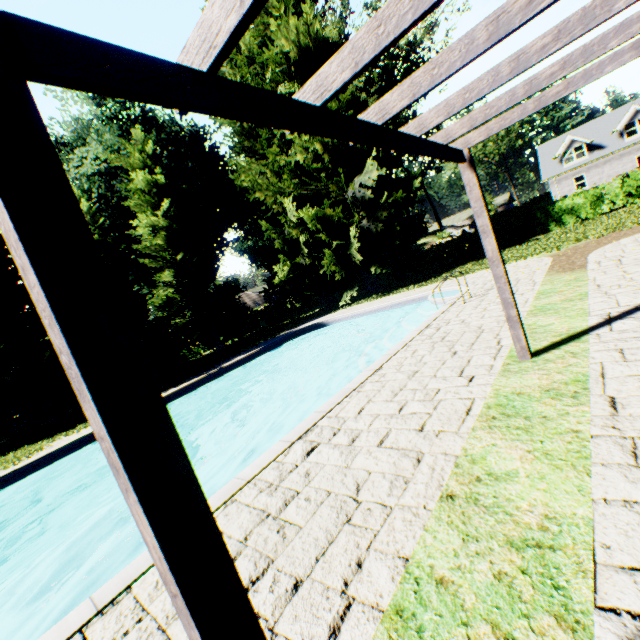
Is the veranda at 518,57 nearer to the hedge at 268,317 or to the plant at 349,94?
the plant at 349,94

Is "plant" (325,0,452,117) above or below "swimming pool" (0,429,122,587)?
above

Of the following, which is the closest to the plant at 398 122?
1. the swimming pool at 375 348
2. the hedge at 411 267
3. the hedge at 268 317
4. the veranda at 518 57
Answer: the hedge at 411 267

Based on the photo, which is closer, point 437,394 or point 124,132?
point 437,394

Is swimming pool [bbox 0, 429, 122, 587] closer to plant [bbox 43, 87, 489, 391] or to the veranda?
the veranda

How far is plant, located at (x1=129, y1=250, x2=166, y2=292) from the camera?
28.7m

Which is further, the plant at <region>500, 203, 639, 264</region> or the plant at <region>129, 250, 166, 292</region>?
the plant at <region>129, 250, 166, 292</region>
